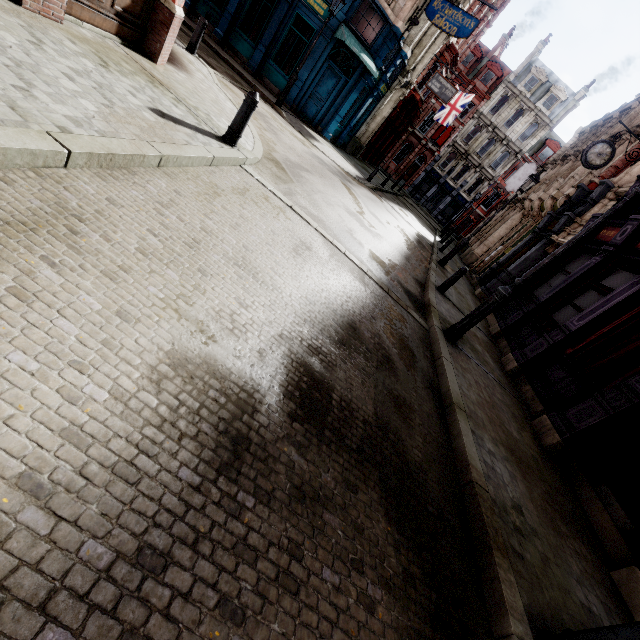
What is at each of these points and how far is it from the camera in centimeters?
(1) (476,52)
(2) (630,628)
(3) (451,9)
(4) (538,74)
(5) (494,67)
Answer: (1) roof window, 3962cm
(2) post, 209cm
(3) sign, 1465cm
(4) roof window, 3838cm
(5) roof window, 3947cm

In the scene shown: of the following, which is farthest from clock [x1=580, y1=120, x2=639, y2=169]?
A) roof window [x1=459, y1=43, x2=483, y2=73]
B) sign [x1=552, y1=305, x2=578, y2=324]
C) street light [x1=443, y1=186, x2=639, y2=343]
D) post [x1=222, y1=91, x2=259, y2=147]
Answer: roof window [x1=459, y1=43, x2=483, y2=73]

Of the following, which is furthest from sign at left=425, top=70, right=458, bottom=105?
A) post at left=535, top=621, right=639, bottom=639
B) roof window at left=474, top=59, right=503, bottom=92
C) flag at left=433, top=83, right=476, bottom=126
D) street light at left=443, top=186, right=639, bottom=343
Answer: roof window at left=474, top=59, right=503, bottom=92

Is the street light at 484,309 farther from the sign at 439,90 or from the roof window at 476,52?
the roof window at 476,52

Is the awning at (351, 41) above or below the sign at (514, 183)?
below

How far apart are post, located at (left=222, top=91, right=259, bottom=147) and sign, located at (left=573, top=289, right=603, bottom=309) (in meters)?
8.95

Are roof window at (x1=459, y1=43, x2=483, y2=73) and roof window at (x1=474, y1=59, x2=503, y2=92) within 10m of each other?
yes

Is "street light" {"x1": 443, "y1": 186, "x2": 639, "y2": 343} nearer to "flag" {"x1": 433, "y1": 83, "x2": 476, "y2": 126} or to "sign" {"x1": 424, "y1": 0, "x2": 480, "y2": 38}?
"sign" {"x1": 424, "y1": 0, "x2": 480, "y2": 38}
